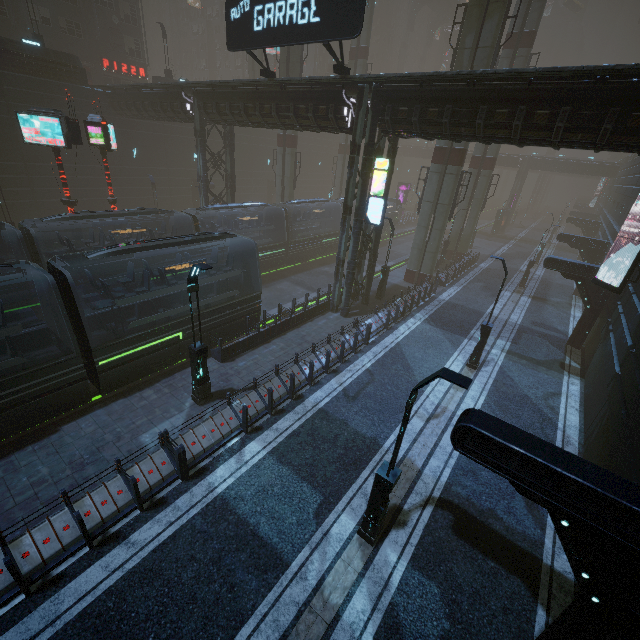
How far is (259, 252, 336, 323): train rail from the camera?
22.57m

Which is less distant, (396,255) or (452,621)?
(452,621)

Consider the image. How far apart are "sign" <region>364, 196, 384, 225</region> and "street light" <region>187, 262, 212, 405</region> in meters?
10.2

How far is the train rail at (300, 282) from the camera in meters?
22.6 m

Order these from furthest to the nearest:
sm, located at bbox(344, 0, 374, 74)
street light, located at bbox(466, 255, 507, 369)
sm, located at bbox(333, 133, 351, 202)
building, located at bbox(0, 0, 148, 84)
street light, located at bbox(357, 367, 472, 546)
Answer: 1. sm, located at bbox(333, 133, 351, 202)
2. sm, located at bbox(344, 0, 374, 74)
3. building, located at bbox(0, 0, 148, 84)
4. street light, located at bbox(466, 255, 507, 369)
5. street light, located at bbox(357, 367, 472, 546)

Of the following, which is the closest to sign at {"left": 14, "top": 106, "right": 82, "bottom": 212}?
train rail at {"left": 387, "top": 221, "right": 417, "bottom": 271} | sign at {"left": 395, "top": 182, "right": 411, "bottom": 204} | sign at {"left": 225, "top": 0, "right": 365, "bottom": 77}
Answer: train rail at {"left": 387, "top": 221, "right": 417, "bottom": 271}

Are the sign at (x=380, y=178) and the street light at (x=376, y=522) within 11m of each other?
no

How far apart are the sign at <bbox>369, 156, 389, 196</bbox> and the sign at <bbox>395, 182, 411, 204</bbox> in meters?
39.7 m
